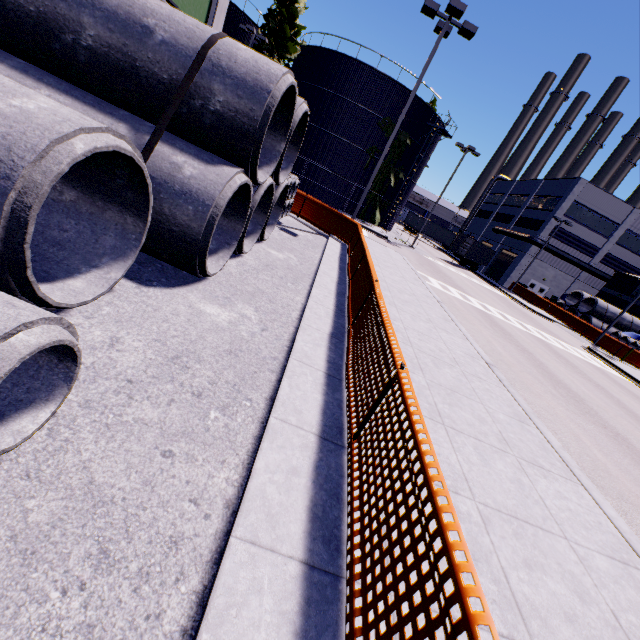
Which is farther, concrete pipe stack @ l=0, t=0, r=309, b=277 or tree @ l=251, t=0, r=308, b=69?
tree @ l=251, t=0, r=308, b=69

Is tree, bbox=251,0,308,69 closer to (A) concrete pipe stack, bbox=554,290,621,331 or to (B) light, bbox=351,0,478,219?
(A) concrete pipe stack, bbox=554,290,621,331

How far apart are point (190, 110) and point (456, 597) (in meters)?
6.54

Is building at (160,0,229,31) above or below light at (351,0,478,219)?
below

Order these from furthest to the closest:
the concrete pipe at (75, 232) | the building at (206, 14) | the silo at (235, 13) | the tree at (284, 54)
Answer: the silo at (235, 13)
the tree at (284, 54)
the building at (206, 14)
the concrete pipe at (75, 232)

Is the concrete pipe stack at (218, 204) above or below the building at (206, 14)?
below

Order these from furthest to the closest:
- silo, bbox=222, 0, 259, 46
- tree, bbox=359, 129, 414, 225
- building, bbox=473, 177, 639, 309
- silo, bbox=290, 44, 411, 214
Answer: building, bbox=473, 177, 639, 309, tree, bbox=359, 129, 414, 225, silo, bbox=222, 0, 259, 46, silo, bbox=290, 44, 411, 214

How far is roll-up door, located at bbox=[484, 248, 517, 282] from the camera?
46.00m
